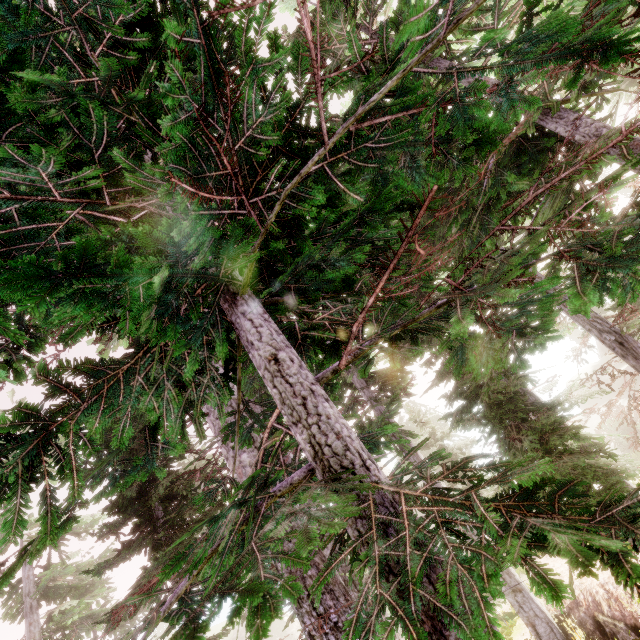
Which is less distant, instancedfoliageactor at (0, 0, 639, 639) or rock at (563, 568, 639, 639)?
instancedfoliageactor at (0, 0, 639, 639)

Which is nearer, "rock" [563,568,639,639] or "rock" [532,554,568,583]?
"rock" [563,568,639,639]

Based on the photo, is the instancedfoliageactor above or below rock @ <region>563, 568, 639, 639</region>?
above

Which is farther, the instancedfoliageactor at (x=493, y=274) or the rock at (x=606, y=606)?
the rock at (x=606, y=606)

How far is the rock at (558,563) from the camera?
10.49m

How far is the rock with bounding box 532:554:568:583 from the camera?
10.49m

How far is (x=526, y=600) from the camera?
9.8 meters
